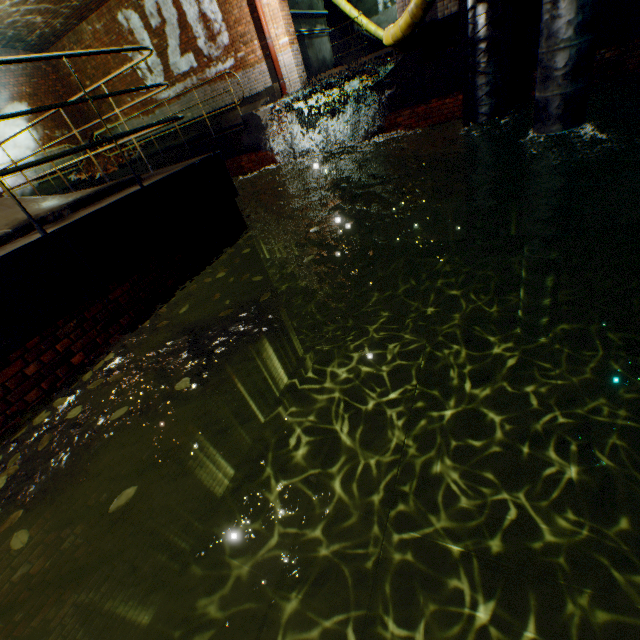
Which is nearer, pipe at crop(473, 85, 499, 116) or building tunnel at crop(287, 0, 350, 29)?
pipe at crop(473, 85, 499, 116)

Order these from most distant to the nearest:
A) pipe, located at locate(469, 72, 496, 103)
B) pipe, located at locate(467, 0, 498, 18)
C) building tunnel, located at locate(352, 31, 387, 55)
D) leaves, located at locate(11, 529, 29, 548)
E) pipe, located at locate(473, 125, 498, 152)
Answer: building tunnel, located at locate(352, 31, 387, 55) < pipe, located at locate(473, 125, 498, 152) < pipe, located at locate(469, 72, 496, 103) < pipe, located at locate(467, 0, 498, 18) < leaves, located at locate(11, 529, 29, 548)

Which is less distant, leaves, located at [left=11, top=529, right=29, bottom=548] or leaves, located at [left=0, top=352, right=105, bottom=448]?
leaves, located at [left=11, top=529, right=29, bottom=548]

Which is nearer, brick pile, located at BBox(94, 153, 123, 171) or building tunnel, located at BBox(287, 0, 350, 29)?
→ building tunnel, located at BBox(287, 0, 350, 29)

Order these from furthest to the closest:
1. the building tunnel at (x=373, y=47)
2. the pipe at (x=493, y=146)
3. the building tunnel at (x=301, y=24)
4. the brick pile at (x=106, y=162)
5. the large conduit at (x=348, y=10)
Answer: the building tunnel at (x=373, y=47) → the large conduit at (x=348, y=10) → the brick pile at (x=106, y=162) → the building tunnel at (x=301, y=24) → the pipe at (x=493, y=146)

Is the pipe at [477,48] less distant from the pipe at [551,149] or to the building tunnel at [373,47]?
the pipe at [551,149]

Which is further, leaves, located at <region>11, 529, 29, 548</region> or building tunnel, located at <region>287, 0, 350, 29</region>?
building tunnel, located at <region>287, 0, 350, 29</region>

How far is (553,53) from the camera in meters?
4.1
